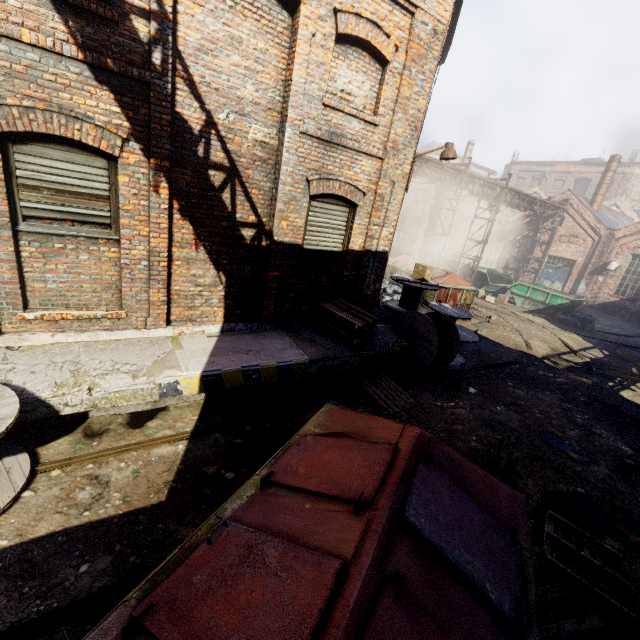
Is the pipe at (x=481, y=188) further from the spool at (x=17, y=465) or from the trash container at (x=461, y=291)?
the spool at (x=17, y=465)

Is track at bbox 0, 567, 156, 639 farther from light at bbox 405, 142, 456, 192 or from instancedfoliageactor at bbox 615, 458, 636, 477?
light at bbox 405, 142, 456, 192

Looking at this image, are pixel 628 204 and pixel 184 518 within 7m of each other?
no

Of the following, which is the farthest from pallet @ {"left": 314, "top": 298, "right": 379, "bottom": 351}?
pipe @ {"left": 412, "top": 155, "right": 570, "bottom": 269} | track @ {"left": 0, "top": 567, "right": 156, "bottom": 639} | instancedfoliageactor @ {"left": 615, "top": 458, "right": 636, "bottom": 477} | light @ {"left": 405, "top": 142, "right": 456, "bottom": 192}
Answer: pipe @ {"left": 412, "top": 155, "right": 570, "bottom": 269}

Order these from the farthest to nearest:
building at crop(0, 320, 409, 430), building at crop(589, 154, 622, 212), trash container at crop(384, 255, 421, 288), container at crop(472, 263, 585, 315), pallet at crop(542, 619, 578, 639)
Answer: building at crop(589, 154, 622, 212) < container at crop(472, 263, 585, 315) < trash container at crop(384, 255, 421, 288) < building at crop(0, 320, 409, 430) < pallet at crop(542, 619, 578, 639)

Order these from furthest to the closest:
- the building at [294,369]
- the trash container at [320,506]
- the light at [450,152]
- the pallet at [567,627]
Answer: the light at [450,152]
the building at [294,369]
the pallet at [567,627]
the trash container at [320,506]

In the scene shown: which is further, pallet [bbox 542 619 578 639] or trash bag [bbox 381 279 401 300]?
trash bag [bbox 381 279 401 300]

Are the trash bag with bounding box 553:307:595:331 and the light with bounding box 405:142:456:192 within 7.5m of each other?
no
